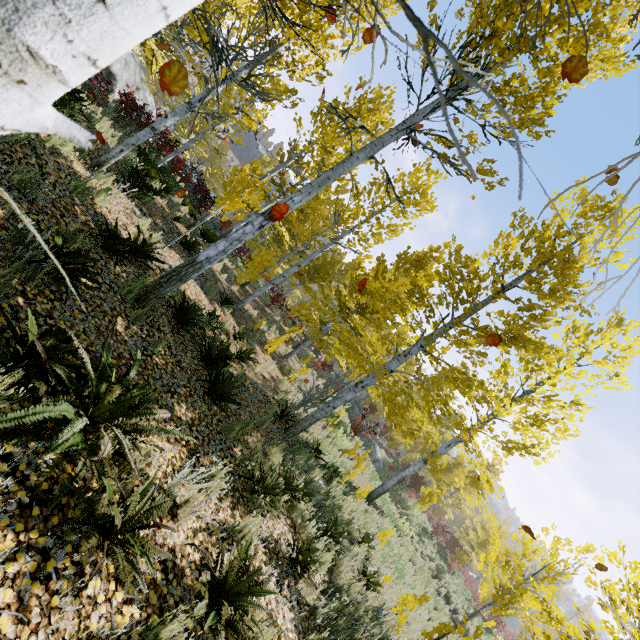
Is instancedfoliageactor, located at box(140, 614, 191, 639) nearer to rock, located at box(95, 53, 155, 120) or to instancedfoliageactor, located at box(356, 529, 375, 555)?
instancedfoliageactor, located at box(356, 529, 375, 555)

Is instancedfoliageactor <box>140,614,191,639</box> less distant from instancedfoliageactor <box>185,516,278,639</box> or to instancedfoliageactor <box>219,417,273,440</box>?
instancedfoliageactor <box>185,516,278,639</box>

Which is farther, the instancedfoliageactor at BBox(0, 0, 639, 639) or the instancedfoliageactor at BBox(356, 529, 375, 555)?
the instancedfoliageactor at BBox(356, 529, 375, 555)

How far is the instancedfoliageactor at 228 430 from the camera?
5.1 meters

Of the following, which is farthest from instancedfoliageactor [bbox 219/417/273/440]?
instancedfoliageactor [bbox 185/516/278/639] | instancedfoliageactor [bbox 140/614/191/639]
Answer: instancedfoliageactor [bbox 140/614/191/639]

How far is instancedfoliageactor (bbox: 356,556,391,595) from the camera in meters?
6.2

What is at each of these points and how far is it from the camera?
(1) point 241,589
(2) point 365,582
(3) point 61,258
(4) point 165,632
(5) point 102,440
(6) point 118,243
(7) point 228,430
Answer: (1) instancedfoliageactor, 3.0 meters
(2) instancedfoliageactor, 6.2 meters
(3) instancedfoliageactor, 3.5 meters
(4) instancedfoliageactor, 2.3 meters
(5) instancedfoliageactor, 2.2 meters
(6) instancedfoliageactor, 5.0 meters
(7) instancedfoliageactor, 5.1 meters

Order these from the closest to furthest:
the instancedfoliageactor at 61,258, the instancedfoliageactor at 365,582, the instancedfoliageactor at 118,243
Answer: the instancedfoliageactor at 61,258, the instancedfoliageactor at 118,243, the instancedfoliageactor at 365,582
